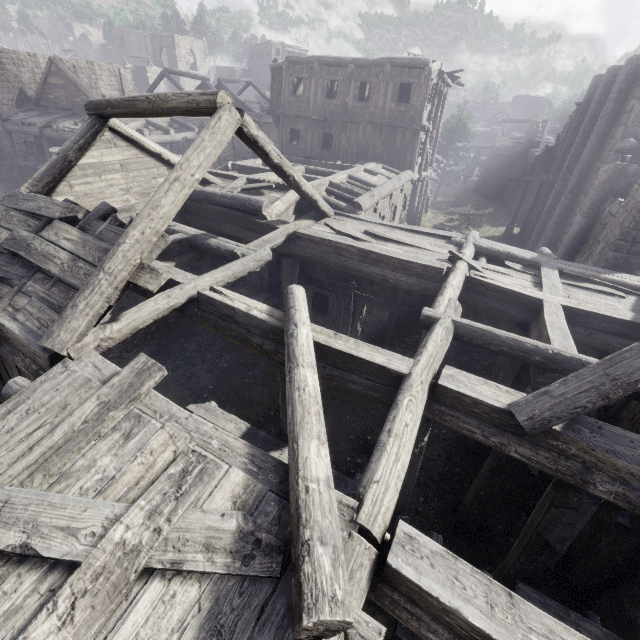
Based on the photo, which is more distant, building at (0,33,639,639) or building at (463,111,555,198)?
building at (463,111,555,198)

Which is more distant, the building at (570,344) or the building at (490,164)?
the building at (490,164)

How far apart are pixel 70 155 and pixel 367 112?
16.6 meters

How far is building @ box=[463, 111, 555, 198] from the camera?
37.59m

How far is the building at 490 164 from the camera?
→ 37.59m
